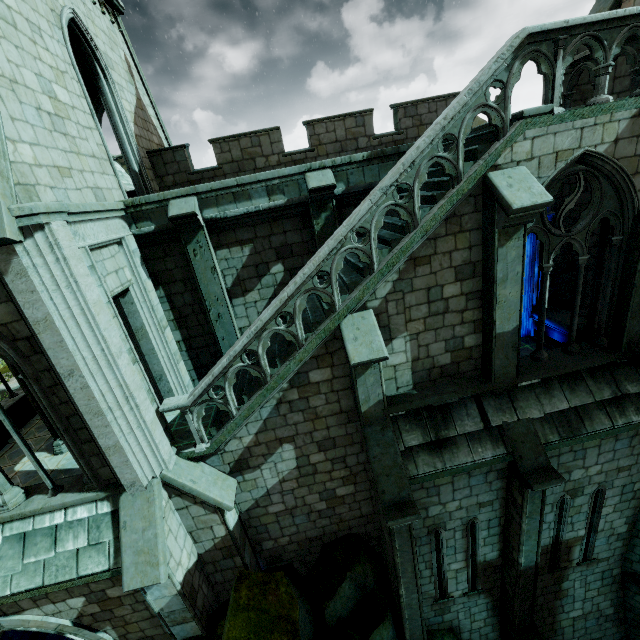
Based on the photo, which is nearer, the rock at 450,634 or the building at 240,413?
the building at 240,413

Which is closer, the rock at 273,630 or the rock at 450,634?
the rock at 273,630

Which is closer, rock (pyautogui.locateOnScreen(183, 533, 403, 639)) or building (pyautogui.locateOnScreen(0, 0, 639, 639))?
building (pyautogui.locateOnScreen(0, 0, 639, 639))

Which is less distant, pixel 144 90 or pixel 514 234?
pixel 514 234

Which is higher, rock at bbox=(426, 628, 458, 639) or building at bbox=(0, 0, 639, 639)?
building at bbox=(0, 0, 639, 639)

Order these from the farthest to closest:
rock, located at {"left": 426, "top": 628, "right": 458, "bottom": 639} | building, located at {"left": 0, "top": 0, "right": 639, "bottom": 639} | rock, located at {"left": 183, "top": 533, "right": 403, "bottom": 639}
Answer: rock, located at {"left": 426, "top": 628, "right": 458, "bottom": 639}
rock, located at {"left": 183, "top": 533, "right": 403, "bottom": 639}
building, located at {"left": 0, "top": 0, "right": 639, "bottom": 639}

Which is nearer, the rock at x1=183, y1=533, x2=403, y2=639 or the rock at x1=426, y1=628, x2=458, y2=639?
the rock at x1=183, y1=533, x2=403, y2=639
